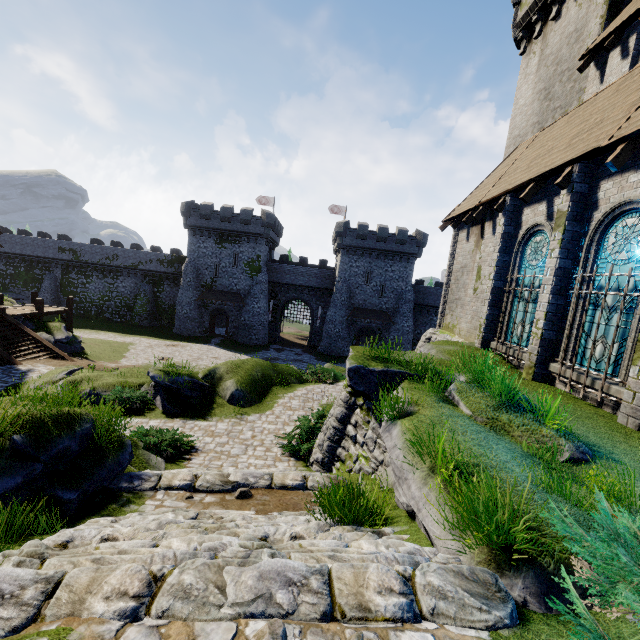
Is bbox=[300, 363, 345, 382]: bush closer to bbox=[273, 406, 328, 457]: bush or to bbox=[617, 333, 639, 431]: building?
bbox=[273, 406, 328, 457]: bush

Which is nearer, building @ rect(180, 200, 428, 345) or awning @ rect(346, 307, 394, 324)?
building @ rect(180, 200, 428, 345)

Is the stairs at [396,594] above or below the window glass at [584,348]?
below

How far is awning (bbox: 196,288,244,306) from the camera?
41.4m

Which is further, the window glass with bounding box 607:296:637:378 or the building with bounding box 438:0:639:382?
the building with bounding box 438:0:639:382

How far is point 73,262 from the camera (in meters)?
44.41

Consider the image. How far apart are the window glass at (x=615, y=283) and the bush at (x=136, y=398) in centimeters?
1573cm

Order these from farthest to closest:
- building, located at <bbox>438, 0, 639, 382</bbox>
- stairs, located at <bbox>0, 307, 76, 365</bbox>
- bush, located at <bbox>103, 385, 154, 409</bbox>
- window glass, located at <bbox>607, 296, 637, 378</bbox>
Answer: stairs, located at <bbox>0, 307, 76, 365</bbox> → bush, located at <bbox>103, 385, 154, 409</bbox> → building, located at <bbox>438, 0, 639, 382</bbox> → window glass, located at <bbox>607, 296, 637, 378</bbox>
